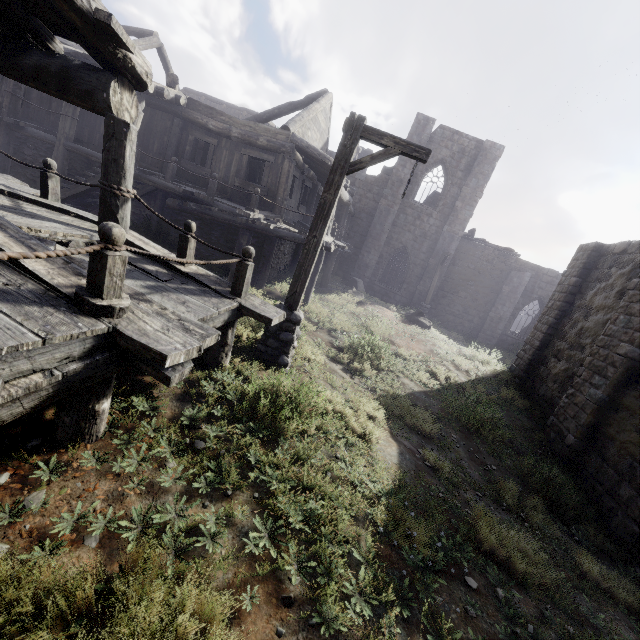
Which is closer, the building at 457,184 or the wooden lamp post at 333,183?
the wooden lamp post at 333,183

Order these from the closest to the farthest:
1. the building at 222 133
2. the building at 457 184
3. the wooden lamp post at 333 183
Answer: the building at 222 133 → the wooden lamp post at 333 183 → the building at 457 184

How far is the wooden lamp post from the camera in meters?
5.4 m

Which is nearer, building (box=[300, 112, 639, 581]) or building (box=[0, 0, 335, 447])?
building (box=[0, 0, 335, 447])

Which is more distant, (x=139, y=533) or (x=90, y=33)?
(x=90, y=33)

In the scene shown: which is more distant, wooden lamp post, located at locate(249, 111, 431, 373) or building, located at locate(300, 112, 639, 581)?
building, located at locate(300, 112, 639, 581)

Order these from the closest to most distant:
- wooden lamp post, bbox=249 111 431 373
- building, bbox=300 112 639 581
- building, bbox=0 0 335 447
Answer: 1. building, bbox=0 0 335 447
2. wooden lamp post, bbox=249 111 431 373
3. building, bbox=300 112 639 581
